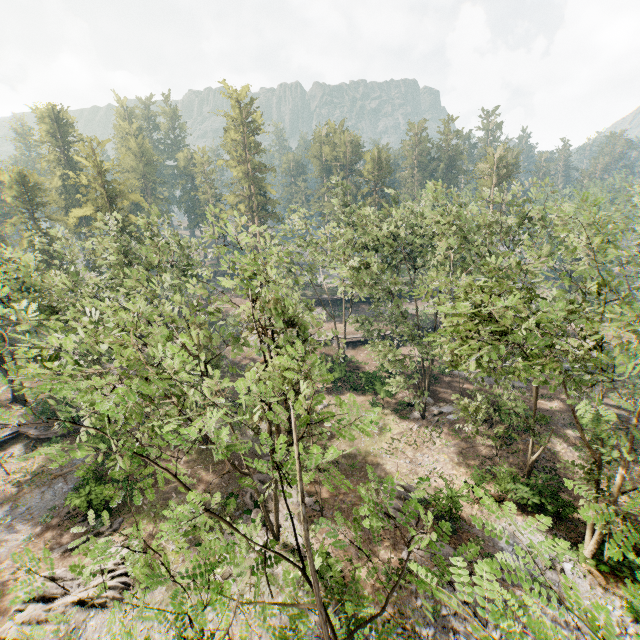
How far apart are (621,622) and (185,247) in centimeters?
3608cm

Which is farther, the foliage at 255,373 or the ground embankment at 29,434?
the ground embankment at 29,434

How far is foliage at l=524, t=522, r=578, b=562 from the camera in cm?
290

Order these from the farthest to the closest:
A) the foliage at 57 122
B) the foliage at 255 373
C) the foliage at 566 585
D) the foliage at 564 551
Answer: the foliage at 57 122
the foliage at 255 373
the foliage at 564 551
the foliage at 566 585

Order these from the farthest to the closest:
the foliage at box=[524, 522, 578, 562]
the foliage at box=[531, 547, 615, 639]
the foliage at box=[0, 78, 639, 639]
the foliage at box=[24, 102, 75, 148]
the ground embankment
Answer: the foliage at box=[24, 102, 75, 148] < the ground embankment < the foliage at box=[0, 78, 639, 639] < the foliage at box=[524, 522, 578, 562] < the foliage at box=[531, 547, 615, 639]

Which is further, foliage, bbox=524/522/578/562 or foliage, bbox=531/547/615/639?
foliage, bbox=524/522/578/562
